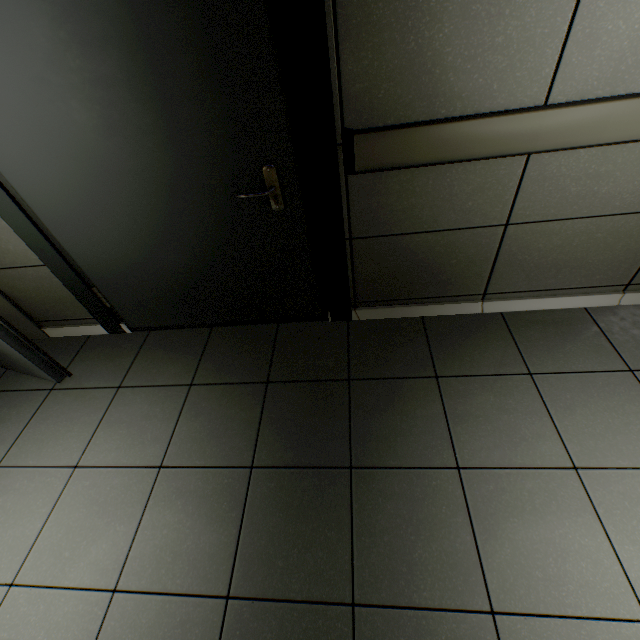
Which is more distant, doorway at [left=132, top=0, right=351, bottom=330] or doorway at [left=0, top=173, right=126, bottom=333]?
doorway at [left=0, top=173, right=126, bottom=333]

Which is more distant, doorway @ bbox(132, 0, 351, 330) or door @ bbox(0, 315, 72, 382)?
door @ bbox(0, 315, 72, 382)

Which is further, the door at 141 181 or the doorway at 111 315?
the doorway at 111 315

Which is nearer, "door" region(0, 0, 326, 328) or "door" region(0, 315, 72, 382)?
"door" region(0, 0, 326, 328)

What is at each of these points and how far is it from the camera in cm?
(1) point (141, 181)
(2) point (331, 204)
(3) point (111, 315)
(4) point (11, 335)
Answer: (1) door, 159
(2) doorway, 162
(3) doorway, 231
(4) door, 186

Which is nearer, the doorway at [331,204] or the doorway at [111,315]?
the doorway at [331,204]

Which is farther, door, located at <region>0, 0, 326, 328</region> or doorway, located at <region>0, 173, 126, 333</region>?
doorway, located at <region>0, 173, 126, 333</region>
